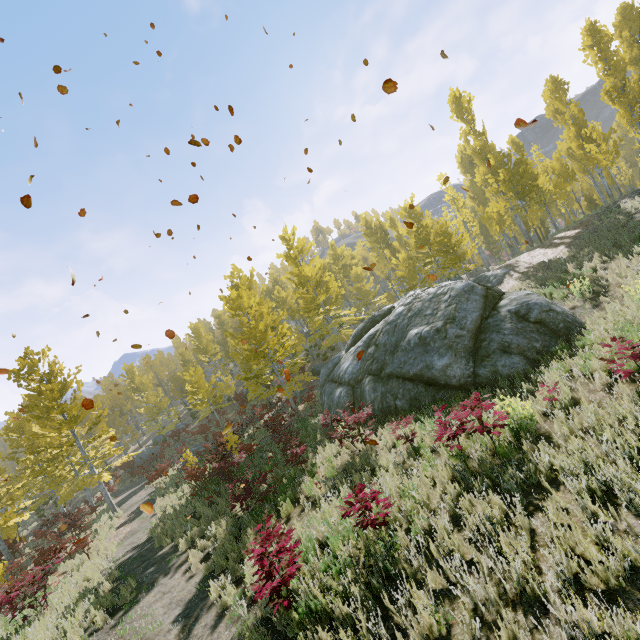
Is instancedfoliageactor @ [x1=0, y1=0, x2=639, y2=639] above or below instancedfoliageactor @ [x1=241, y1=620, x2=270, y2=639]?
above

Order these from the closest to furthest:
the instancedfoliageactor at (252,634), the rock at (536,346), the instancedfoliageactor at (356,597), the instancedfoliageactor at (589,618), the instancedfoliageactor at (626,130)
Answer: the instancedfoliageactor at (589,618) → the instancedfoliageactor at (356,597) → the instancedfoliageactor at (252,634) → the instancedfoliageactor at (626,130) → the rock at (536,346)

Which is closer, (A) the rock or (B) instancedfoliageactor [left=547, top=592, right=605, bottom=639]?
(B) instancedfoliageactor [left=547, top=592, right=605, bottom=639]

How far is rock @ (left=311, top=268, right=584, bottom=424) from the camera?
9.88m

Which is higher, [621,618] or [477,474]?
[621,618]

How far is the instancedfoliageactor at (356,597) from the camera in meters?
4.2

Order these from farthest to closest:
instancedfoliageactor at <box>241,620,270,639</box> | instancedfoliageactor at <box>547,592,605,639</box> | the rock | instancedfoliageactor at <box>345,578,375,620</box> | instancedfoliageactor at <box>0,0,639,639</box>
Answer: the rock < instancedfoliageactor at <box>0,0,639,639</box> < instancedfoliageactor at <box>241,620,270,639</box> < instancedfoliageactor at <box>345,578,375,620</box> < instancedfoliageactor at <box>547,592,605,639</box>

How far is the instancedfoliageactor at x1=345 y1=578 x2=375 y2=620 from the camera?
4.15m
